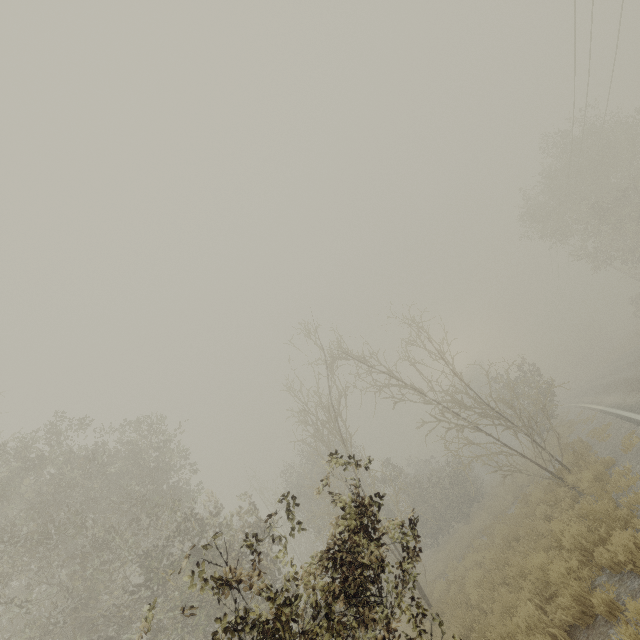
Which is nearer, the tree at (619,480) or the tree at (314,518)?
the tree at (314,518)

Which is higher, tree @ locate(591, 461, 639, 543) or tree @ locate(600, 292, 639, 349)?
tree @ locate(600, 292, 639, 349)

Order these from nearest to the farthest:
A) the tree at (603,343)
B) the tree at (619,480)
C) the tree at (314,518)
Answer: the tree at (314,518)
the tree at (619,480)
the tree at (603,343)

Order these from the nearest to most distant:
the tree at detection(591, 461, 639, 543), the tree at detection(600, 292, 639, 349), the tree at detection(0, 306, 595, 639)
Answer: the tree at detection(0, 306, 595, 639) < the tree at detection(591, 461, 639, 543) < the tree at detection(600, 292, 639, 349)

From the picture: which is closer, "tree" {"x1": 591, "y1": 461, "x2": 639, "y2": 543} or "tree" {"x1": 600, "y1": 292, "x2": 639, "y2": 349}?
"tree" {"x1": 591, "y1": 461, "x2": 639, "y2": 543}

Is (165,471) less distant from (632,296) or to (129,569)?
(129,569)
